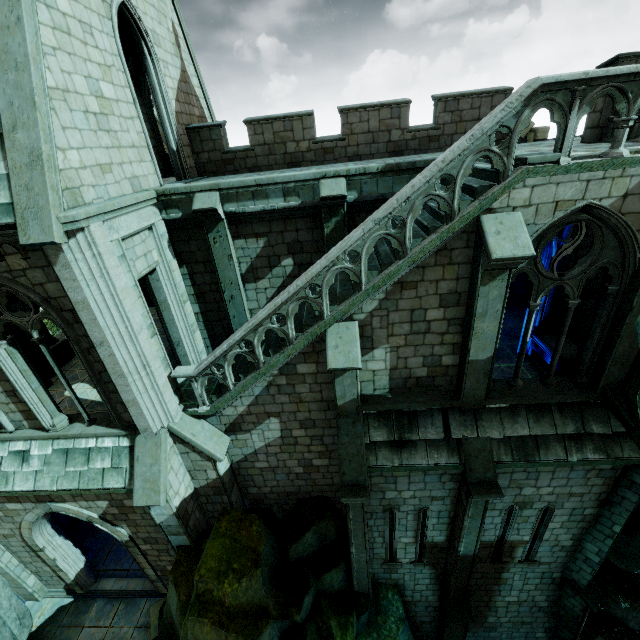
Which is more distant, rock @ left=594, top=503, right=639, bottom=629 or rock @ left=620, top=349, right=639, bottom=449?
rock @ left=594, top=503, right=639, bottom=629

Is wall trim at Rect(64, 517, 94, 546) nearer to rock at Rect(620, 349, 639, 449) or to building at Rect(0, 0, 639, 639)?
building at Rect(0, 0, 639, 639)

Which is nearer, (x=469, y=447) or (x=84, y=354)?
(x=84, y=354)

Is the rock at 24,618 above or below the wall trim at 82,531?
above

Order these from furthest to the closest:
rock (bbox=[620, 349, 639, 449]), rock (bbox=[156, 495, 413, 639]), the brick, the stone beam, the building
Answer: the stone beam < the brick < rock (bbox=[156, 495, 413, 639]) < rock (bbox=[620, 349, 639, 449]) < the building

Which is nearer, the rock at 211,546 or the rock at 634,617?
the rock at 211,546

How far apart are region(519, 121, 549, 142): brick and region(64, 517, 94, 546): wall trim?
21.3 meters
